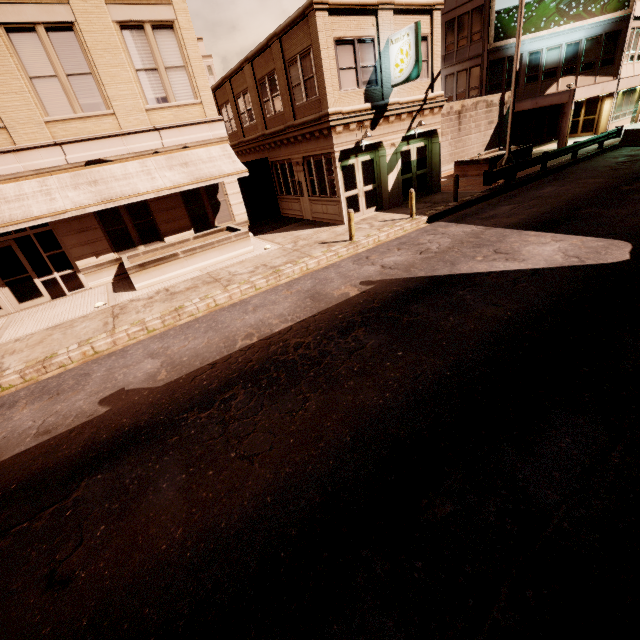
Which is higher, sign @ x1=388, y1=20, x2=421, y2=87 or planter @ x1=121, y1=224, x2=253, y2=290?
sign @ x1=388, y1=20, x2=421, y2=87

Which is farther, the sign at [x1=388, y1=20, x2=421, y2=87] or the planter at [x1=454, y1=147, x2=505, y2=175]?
the planter at [x1=454, y1=147, x2=505, y2=175]

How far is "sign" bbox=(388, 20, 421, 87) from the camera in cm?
1285

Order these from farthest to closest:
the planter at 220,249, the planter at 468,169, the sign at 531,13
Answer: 1. the sign at 531,13
2. the planter at 468,169
3. the planter at 220,249

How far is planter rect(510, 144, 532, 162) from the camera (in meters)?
21.22

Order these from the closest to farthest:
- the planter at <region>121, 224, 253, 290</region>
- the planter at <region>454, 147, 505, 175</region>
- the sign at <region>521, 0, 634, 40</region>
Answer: the planter at <region>121, 224, 253, 290</region>
the planter at <region>454, 147, 505, 175</region>
the sign at <region>521, 0, 634, 40</region>

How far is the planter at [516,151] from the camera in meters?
21.2 m

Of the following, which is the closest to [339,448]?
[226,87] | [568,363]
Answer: [568,363]
